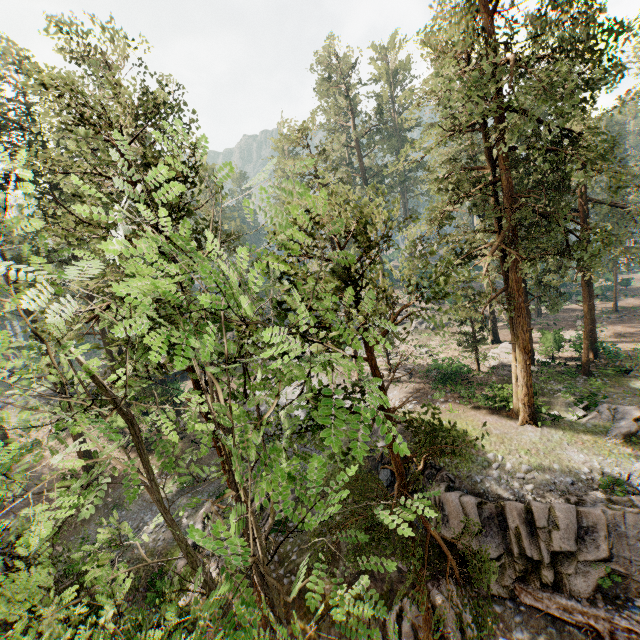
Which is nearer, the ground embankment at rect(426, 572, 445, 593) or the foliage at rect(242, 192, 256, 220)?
the foliage at rect(242, 192, 256, 220)

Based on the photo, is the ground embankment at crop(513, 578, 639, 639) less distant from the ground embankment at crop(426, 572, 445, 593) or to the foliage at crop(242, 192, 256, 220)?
the ground embankment at crop(426, 572, 445, 593)

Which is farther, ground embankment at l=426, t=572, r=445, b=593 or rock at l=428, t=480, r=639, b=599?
ground embankment at l=426, t=572, r=445, b=593

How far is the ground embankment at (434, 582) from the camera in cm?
1549

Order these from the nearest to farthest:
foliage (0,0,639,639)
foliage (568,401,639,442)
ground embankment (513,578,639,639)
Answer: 1. foliage (0,0,639,639)
2. ground embankment (513,578,639,639)
3. foliage (568,401,639,442)

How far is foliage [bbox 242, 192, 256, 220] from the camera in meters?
4.4 m

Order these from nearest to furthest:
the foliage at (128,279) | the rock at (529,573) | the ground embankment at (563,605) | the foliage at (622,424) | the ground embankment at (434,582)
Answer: the foliage at (128,279), the ground embankment at (563,605), the rock at (529,573), the ground embankment at (434,582), the foliage at (622,424)

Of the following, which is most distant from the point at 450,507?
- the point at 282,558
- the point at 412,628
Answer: the point at 282,558
